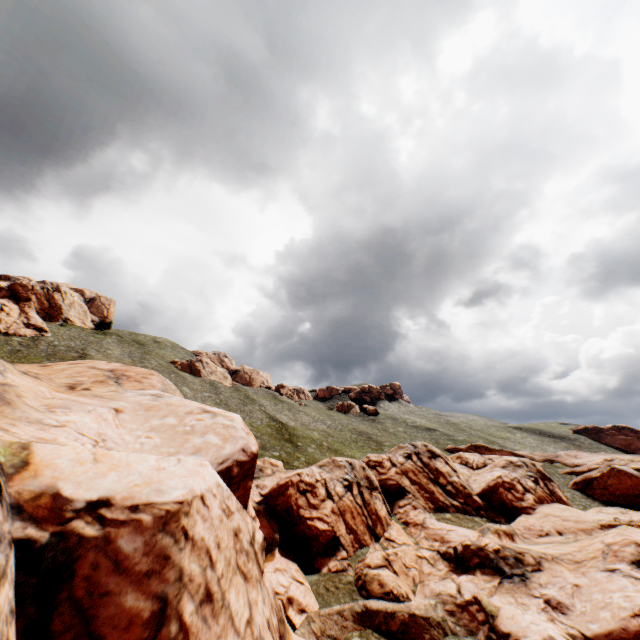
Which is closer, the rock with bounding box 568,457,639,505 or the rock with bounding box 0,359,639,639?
the rock with bounding box 0,359,639,639

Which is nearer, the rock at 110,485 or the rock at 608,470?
the rock at 110,485

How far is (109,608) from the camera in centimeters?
632cm
